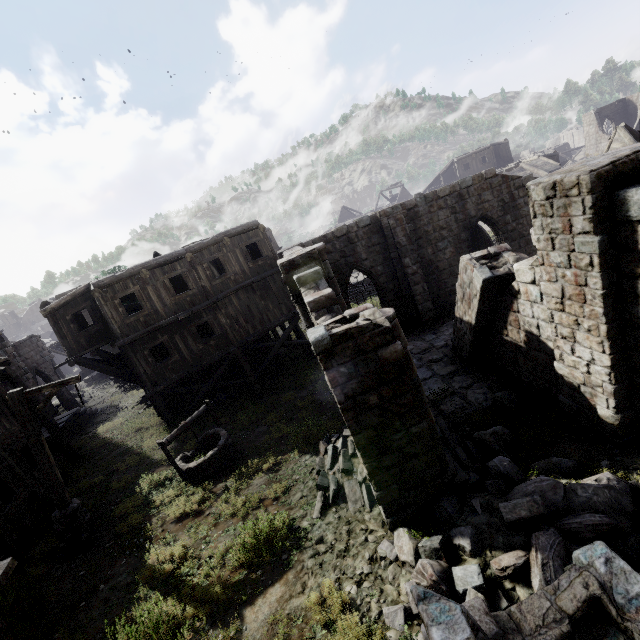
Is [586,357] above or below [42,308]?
below

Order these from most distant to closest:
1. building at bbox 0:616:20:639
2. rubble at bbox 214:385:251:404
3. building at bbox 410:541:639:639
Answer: rubble at bbox 214:385:251:404 → building at bbox 0:616:20:639 → building at bbox 410:541:639:639

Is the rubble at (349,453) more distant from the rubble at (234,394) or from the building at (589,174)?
the rubble at (234,394)

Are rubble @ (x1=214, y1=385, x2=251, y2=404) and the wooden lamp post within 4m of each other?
no

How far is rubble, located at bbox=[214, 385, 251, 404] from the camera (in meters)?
18.77

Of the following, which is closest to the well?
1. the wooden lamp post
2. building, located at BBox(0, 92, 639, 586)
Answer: the wooden lamp post

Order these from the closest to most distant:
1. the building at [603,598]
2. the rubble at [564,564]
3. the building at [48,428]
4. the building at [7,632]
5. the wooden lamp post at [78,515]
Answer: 1. the building at [603,598]
2. the rubble at [564,564]
3. the building at [7,632]
4. the wooden lamp post at [78,515]
5. the building at [48,428]

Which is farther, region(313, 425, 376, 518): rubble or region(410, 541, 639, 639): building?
region(313, 425, 376, 518): rubble
